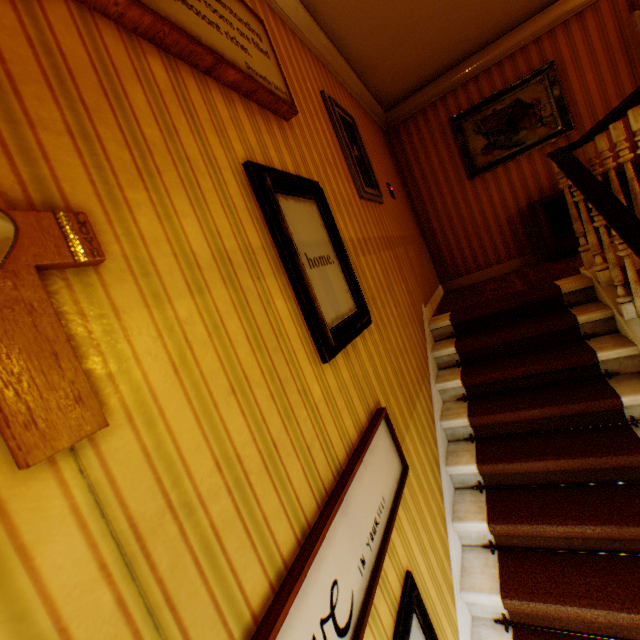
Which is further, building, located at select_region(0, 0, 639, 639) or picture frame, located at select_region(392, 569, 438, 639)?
picture frame, located at select_region(392, 569, 438, 639)

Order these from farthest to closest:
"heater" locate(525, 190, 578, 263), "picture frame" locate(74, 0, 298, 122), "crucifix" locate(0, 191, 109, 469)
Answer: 1. "heater" locate(525, 190, 578, 263)
2. "picture frame" locate(74, 0, 298, 122)
3. "crucifix" locate(0, 191, 109, 469)

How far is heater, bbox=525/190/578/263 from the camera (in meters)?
4.40

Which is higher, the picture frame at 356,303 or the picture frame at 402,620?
the picture frame at 356,303

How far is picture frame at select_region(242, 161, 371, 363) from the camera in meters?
1.5

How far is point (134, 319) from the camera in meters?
0.8 m

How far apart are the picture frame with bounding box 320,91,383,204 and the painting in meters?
2.4 m

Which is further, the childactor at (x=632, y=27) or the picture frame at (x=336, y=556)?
the childactor at (x=632, y=27)
